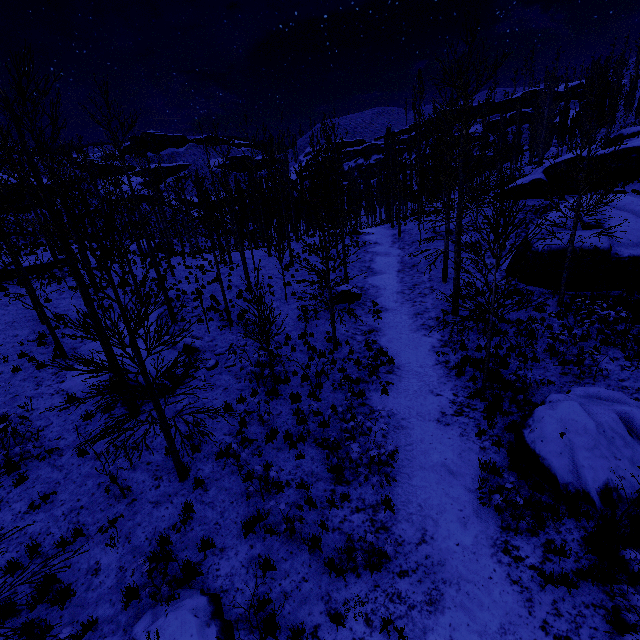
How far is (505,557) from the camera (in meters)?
5.91

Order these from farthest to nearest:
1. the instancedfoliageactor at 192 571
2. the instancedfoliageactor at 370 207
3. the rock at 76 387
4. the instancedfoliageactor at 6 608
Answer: the instancedfoliageactor at 370 207, the rock at 76 387, the instancedfoliageactor at 192 571, the instancedfoliageactor at 6 608

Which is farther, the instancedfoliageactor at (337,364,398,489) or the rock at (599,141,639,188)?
the rock at (599,141,639,188)

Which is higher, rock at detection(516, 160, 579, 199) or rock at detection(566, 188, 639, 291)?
rock at detection(516, 160, 579, 199)

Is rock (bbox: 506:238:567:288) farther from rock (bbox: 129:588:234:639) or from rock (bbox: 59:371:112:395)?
rock (bbox: 129:588:234:639)

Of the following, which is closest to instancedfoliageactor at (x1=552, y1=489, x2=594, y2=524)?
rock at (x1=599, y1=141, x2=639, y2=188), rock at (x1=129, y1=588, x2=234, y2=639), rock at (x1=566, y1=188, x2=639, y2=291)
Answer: rock at (x1=599, y1=141, x2=639, y2=188)

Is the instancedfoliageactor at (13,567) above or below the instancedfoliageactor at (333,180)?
below
